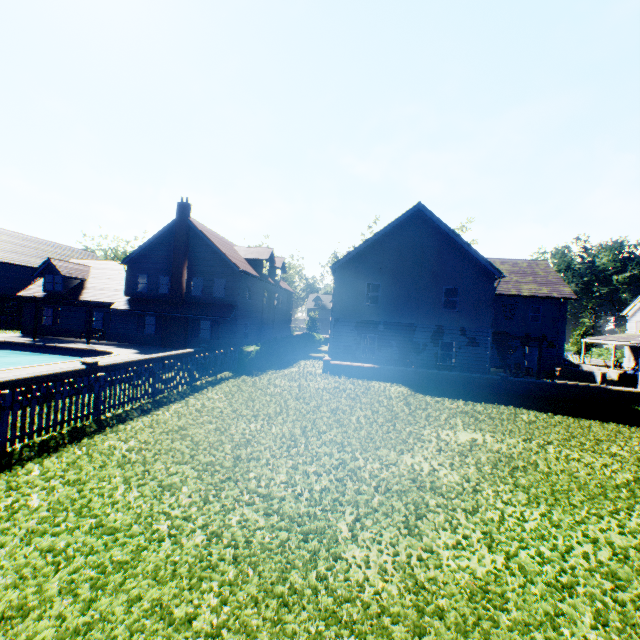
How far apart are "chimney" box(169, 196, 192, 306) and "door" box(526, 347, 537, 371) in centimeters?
3076cm

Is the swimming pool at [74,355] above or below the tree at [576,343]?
below

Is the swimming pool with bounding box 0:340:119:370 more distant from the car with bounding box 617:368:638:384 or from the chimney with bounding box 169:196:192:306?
the car with bounding box 617:368:638:384

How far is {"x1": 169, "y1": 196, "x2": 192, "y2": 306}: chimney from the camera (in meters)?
26.45

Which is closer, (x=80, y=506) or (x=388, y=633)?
(x=388, y=633)

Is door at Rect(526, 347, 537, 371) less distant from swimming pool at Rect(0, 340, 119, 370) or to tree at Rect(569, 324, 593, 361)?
tree at Rect(569, 324, 593, 361)

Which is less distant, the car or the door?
the car

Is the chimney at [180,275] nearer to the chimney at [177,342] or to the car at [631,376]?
the chimney at [177,342]
